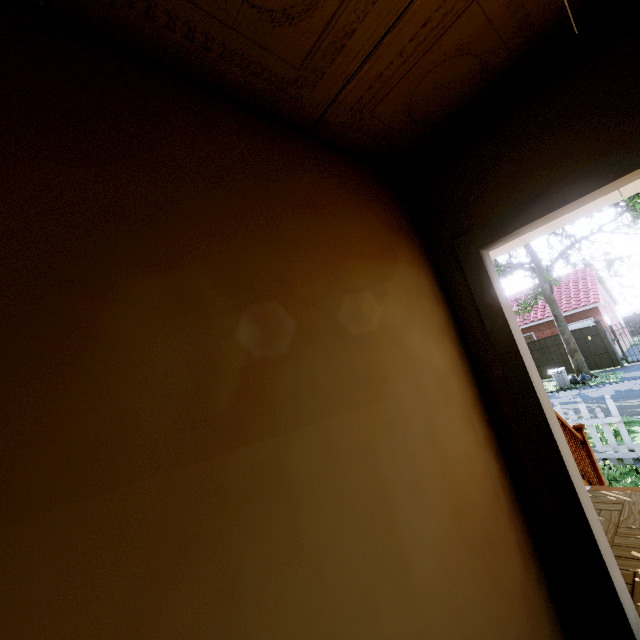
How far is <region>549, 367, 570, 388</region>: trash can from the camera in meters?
15.4

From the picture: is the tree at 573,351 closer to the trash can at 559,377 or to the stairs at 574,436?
the trash can at 559,377

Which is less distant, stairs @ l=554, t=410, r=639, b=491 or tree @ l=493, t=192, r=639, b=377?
stairs @ l=554, t=410, r=639, b=491

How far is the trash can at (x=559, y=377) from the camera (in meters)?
15.38

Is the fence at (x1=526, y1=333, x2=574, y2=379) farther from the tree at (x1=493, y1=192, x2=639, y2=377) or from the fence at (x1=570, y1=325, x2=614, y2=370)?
the fence at (x1=570, y1=325, x2=614, y2=370)

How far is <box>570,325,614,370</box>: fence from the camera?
Answer: 17.2 meters

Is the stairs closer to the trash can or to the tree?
the tree

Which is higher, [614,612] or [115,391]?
[115,391]
